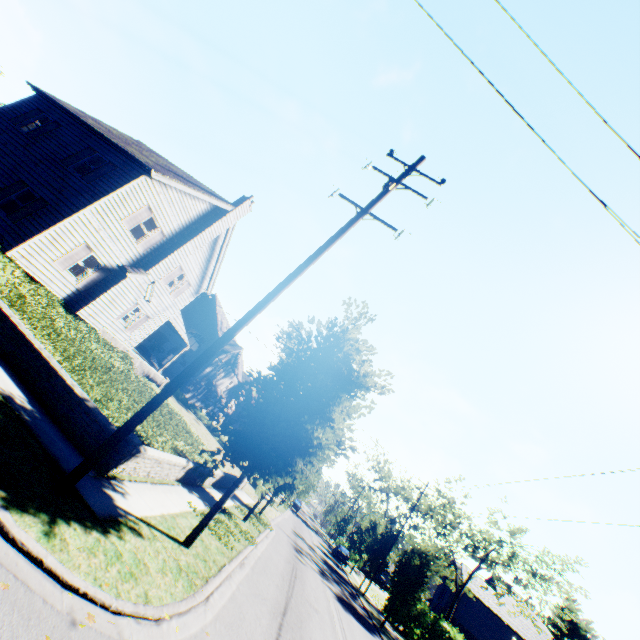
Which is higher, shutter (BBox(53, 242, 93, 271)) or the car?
shutter (BBox(53, 242, 93, 271))

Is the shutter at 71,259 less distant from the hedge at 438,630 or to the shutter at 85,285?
the shutter at 85,285

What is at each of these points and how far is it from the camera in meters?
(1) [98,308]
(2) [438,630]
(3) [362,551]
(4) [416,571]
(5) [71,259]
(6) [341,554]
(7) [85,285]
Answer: (1) chimney, 17.2
(2) hedge, 29.7
(3) tree, 33.3
(4) tree, 21.7
(5) shutter, 15.1
(6) car, 39.8
(7) shutter, 16.5

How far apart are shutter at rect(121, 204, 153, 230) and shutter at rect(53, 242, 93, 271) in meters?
1.8 m

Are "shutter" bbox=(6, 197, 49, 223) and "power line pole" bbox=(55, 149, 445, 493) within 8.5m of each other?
no

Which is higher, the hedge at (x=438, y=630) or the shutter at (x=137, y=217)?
the shutter at (x=137, y=217)

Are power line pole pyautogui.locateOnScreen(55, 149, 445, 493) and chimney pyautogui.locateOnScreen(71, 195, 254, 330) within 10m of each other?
no

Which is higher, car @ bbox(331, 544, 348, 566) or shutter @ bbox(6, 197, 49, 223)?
shutter @ bbox(6, 197, 49, 223)
